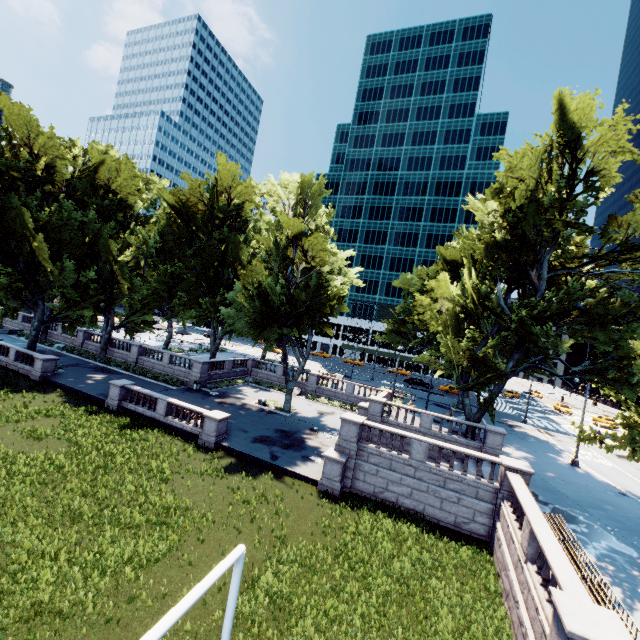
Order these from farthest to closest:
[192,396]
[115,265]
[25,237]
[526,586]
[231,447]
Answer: [115,265] < [192,396] < [25,237] < [231,447] < [526,586]

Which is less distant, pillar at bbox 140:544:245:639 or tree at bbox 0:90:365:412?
pillar at bbox 140:544:245:639

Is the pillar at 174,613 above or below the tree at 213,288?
below

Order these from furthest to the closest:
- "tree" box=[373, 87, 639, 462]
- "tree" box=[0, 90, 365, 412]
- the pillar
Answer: "tree" box=[0, 90, 365, 412] < "tree" box=[373, 87, 639, 462] < the pillar

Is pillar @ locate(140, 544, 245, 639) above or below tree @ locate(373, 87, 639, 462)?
below

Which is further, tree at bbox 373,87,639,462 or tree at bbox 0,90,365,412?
tree at bbox 0,90,365,412
